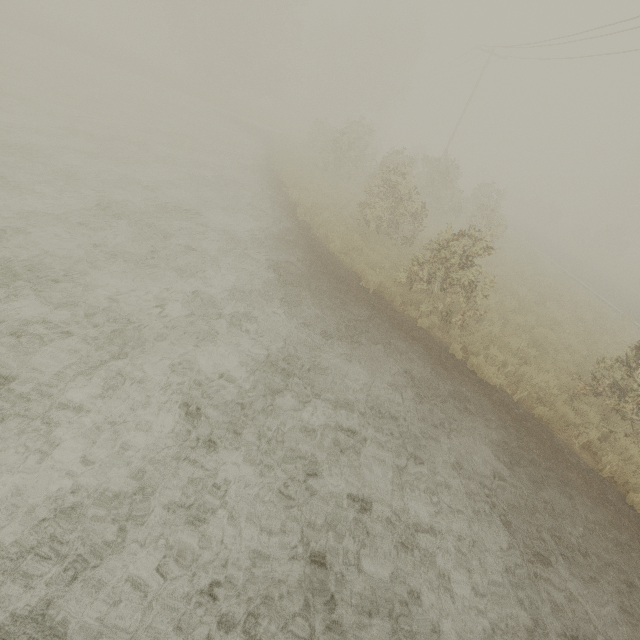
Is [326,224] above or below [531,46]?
below
